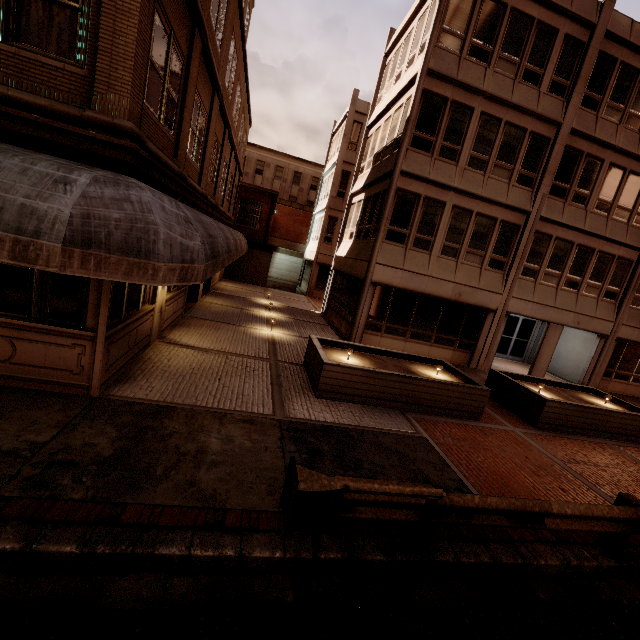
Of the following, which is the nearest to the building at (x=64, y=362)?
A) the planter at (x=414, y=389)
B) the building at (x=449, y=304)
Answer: the planter at (x=414, y=389)

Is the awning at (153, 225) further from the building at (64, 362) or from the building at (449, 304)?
the building at (449, 304)

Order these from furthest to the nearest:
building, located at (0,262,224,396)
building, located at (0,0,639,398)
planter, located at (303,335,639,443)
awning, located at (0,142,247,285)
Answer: planter, located at (303,335,639,443)
building, located at (0,262,224,396)
building, located at (0,0,639,398)
awning, located at (0,142,247,285)

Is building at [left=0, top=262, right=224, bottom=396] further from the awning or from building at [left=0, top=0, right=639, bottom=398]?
building at [left=0, top=0, right=639, bottom=398]

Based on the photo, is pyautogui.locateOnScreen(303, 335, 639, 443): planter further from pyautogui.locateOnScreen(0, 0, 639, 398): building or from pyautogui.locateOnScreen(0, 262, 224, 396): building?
pyautogui.locateOnScreen(0, 262, 224, 396): building

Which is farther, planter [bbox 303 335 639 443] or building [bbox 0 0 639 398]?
planter [bbox 303 335 639 443]

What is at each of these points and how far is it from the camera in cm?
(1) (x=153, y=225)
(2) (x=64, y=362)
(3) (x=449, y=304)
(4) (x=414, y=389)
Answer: (1) awning, 466
(2) building, 579
(3) building, 1504
(4) planter, 867

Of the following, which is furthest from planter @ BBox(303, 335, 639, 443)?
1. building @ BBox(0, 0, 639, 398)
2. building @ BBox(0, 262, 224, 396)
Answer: building @ BBox(0, 262, 224, 396)
